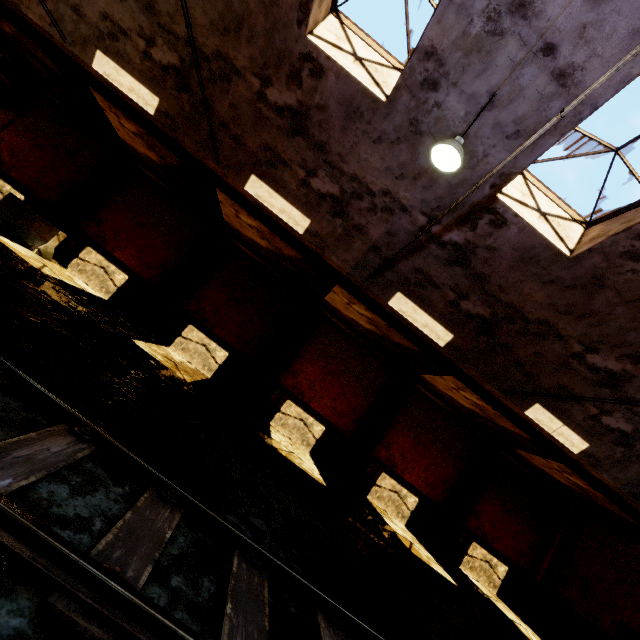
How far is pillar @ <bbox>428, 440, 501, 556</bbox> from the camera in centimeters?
1317cm

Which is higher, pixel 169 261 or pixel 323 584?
pixel 169 261

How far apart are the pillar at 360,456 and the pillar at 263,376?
4.2m

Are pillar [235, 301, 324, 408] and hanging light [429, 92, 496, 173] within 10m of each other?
yes

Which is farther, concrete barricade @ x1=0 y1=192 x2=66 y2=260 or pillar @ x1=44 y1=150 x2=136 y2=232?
pillar @ x1=44 y1=150 x2=136 y2=232

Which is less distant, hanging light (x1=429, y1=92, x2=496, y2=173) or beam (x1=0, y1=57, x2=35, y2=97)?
hanging light (x1=429, y1=92, x2=496, y2=173)

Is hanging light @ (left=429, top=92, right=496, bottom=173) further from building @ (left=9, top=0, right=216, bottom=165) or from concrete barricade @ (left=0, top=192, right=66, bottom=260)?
concrete barricade @ (left=0, top=192, right=66, bottom=260)

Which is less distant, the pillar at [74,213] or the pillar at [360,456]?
the pillar at [74,213]
